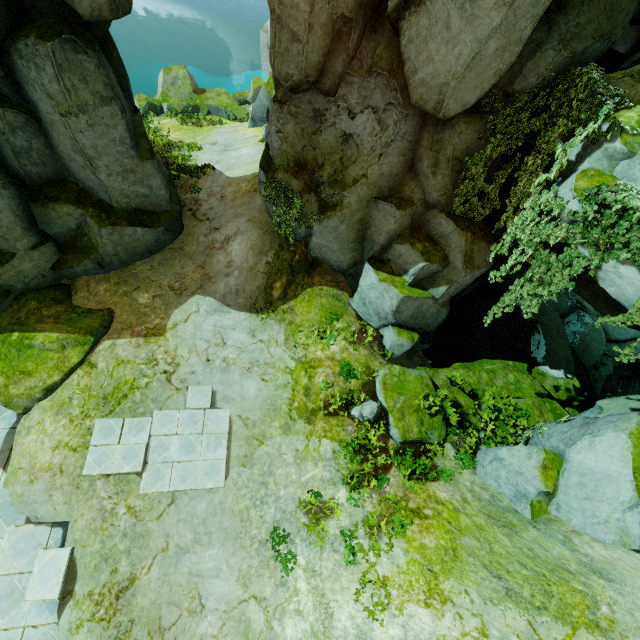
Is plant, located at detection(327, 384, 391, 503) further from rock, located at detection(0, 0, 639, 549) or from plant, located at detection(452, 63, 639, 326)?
plant, located at detection(452, 63, 639, 326)

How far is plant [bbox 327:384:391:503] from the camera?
10.12m

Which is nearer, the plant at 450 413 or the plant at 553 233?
the plant at 553 233

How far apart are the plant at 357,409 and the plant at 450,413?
1.9m

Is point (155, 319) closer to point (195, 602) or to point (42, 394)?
point (42, 394)

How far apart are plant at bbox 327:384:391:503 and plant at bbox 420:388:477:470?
1.9m

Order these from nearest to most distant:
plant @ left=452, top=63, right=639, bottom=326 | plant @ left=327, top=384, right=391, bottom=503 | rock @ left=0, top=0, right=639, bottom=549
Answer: plant @ left=452, top=63, right=639, bottom=326, rock @ left=0, top=0, right=639, bottom=549, plant @ left=327, top=384, right=391, bottom=503

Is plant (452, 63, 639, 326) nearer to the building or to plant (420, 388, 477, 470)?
plant (420, 388, 477, 470)
